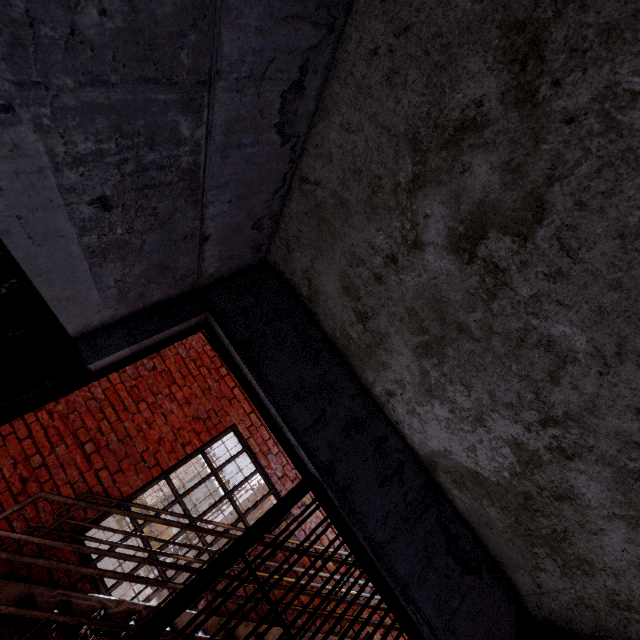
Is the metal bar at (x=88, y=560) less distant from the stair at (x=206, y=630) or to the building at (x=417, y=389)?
the stair at (x=206, y=630)

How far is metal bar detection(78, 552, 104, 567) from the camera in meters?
3.3 m

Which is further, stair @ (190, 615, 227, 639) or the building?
stair @ (190, 615, 227, 639)

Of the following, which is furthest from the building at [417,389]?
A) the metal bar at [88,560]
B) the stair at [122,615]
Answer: the metal bar at [88,560]

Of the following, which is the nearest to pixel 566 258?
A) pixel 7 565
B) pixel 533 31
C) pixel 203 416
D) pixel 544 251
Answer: pixel 544 251

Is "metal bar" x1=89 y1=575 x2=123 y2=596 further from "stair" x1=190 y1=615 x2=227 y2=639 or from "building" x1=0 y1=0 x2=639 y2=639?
"building" x1=0 y1=0 x2=639 y2=639
